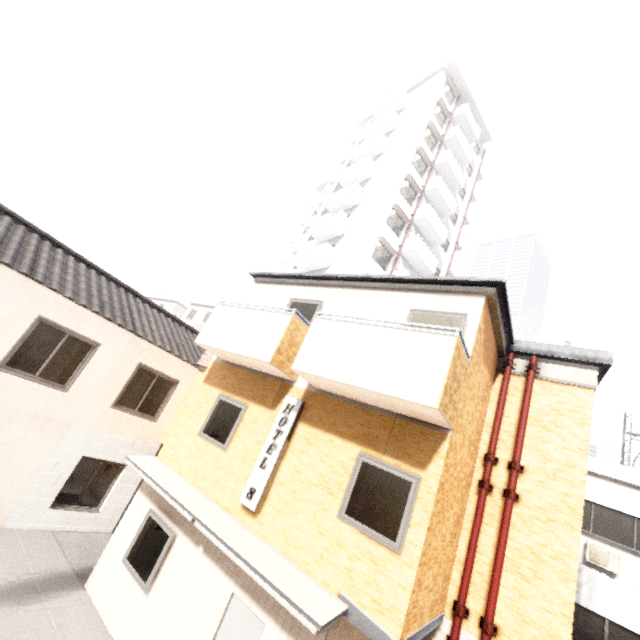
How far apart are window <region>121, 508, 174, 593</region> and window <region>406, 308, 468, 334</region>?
6.21m

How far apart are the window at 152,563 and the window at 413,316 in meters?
6.2 m

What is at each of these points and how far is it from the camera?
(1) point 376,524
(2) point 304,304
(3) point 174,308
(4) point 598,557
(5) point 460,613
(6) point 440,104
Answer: (1) window, 5.3 meters
(2) window, 8.8 meters
(3) building, 41.2 meters
(4) air conditioner, 9.9 meters
(5) pipe, 6.3 meters
(6) building, 26.6 meters

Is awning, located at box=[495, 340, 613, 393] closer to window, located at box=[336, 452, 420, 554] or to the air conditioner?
the air conditioner

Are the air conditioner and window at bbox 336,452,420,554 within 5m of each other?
no

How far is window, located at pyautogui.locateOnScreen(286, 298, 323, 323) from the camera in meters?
8.4

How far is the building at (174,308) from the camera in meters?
36.7 m

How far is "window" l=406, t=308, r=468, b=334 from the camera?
6.31m
